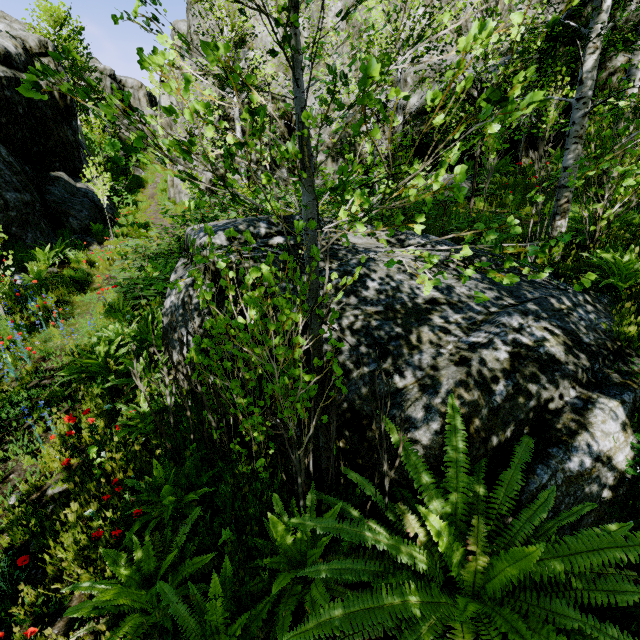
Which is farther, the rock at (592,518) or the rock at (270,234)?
the rock at (270,234)

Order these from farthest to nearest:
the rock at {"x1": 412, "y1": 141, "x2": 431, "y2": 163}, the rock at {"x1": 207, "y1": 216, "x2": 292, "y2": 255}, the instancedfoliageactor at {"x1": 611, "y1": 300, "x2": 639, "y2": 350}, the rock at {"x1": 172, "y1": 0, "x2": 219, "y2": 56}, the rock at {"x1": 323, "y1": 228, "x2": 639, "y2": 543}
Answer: the rock at {"x1": 172, "y1": 0, "x2": 219, "y2": 56} < the rock at {"x1": 412, "y1": 141, "x2": 431, "y2": 163} < the rock at {"x1": 207, "y1": 216, "x2": 292, "y2": 255} < the instancedfoliageactor at {"x1": 611, "y1": 300, "x2": 639, "y2": 350} < the rock at {"x1": 323, "y1": 228, "x2": 639, "y2": 543}

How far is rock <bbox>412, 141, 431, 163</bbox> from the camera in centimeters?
1380cm

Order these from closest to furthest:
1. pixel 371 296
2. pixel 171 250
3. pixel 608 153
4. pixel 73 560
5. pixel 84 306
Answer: pixel 73 560 → pixel 371 296 → pixel 608 153 → pixel 84 306 → pixel 171 250

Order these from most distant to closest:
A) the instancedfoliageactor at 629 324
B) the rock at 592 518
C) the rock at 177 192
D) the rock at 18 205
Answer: the rock at 177 192, the rock at 18 205, the instancedfoliageactor at 629 324, the rock at 592 518

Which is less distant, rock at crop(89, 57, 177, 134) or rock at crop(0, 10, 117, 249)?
rock at crop(0, 10, 117, 249)

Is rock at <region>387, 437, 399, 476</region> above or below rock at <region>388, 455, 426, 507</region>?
above
